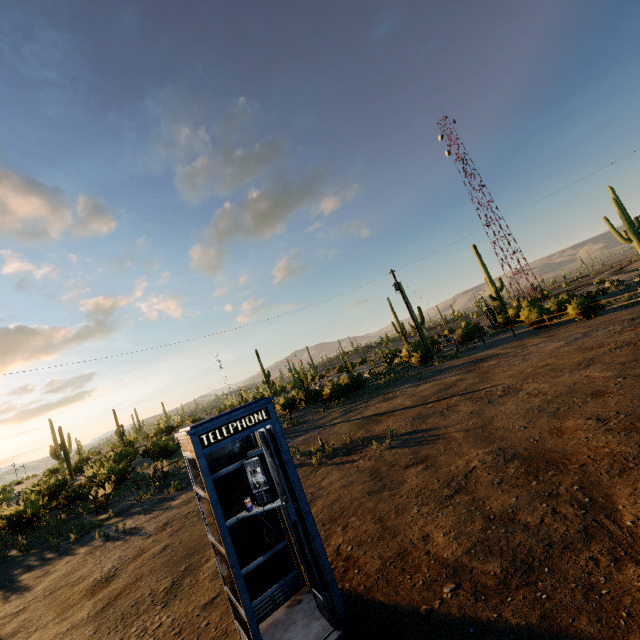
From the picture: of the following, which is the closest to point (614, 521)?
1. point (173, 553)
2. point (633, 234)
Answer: point (173, 553)

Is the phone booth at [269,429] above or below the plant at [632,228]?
below

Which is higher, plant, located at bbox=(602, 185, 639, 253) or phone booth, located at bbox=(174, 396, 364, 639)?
plant, located at bbox=(602, 185, 639, 253)

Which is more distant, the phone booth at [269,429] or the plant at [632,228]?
the plant at [632,228]

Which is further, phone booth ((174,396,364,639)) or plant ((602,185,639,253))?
plant ((602,185,639,253))
